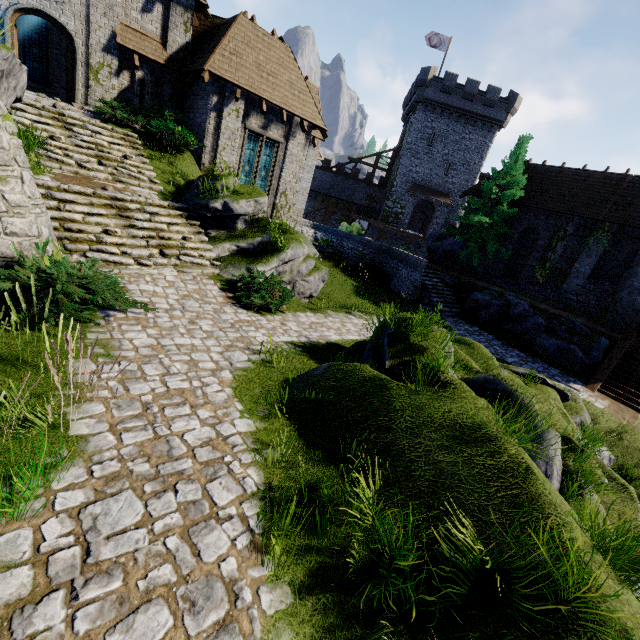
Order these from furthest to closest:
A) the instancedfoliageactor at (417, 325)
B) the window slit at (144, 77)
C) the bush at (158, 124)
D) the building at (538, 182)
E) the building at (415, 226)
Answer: the building at (415, 226), the building at (538, 182), the window slit at (144, 77), the bush at (158, 124), the instancedfoliageactor at (417, 325)

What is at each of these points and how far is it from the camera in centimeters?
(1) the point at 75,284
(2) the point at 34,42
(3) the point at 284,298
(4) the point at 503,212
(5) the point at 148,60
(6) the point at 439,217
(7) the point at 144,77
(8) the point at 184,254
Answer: (1) bush, 620cm
(2) window glass, 1625cm
(3) bush, 1067cm
(4) tree, 2255cm
(5) building, 1481cm
(6) building, 4116cm
(7) window slit, 1488cm
(8) stairs, 1047cm

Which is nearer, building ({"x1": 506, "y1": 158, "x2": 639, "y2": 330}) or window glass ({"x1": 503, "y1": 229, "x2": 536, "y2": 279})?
building ({"x1": 506, "y1": 158, "x2": 639, "y2": 330})

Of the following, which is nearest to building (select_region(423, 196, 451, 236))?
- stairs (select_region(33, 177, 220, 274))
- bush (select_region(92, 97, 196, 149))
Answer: bush (select_region(92, 97, 196, 149))

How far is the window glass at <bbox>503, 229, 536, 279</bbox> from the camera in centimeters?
2384cm

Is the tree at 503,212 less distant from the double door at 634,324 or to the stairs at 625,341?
the double door at 634,324

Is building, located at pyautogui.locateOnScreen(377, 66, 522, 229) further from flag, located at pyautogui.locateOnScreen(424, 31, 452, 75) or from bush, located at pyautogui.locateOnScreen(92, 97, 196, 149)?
bush, located at pyautogui.locateOnScreen(92, 97, 196, 149)

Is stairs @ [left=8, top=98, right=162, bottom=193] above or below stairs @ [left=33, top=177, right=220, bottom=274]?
above
